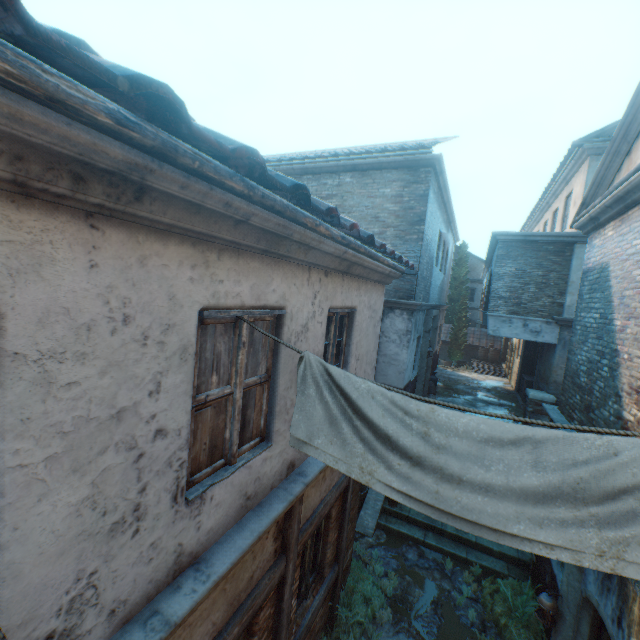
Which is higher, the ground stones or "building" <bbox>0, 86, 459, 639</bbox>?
"building" <bbox>0, 86, 459, 639</bbox>

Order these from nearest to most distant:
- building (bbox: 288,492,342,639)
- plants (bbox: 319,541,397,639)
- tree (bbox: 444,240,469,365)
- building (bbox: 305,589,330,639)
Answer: building (bbox: 288,492,342,639)
building (bbox: 305,589,330,639)
plants (bbox: 319,541,397,639)
tree (bbox: 444,240,469,365)

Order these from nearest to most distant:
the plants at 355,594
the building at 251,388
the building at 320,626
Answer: the building at 251,388, the building at 320,626, the plants at 355,594

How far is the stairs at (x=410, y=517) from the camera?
7.33m

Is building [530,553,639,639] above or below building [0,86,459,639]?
below

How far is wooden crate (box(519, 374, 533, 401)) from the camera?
13.9 meters

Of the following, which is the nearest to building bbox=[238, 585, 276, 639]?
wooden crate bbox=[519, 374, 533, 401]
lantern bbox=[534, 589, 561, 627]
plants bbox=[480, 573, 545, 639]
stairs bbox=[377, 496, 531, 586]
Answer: stairs bbox=[377, 496, 531, 586]

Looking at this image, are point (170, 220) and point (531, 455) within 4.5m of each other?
yes
